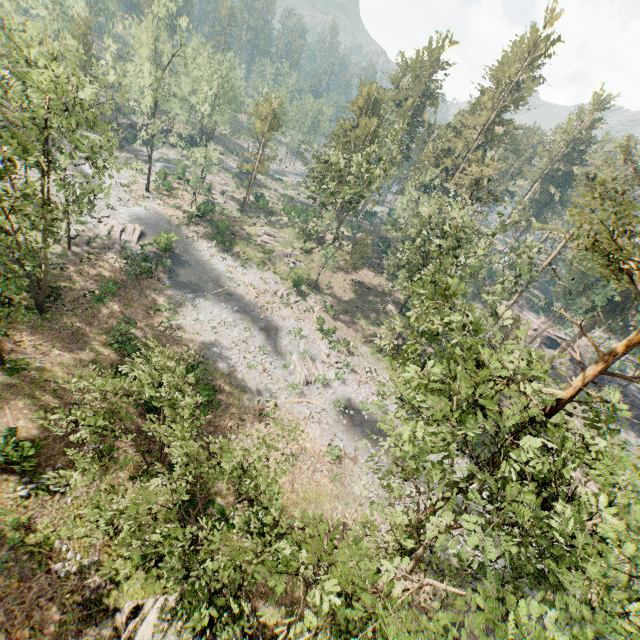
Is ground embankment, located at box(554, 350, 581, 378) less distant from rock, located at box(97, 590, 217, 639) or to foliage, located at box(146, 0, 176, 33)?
foliage, located at box(146, 0, 176, 33)

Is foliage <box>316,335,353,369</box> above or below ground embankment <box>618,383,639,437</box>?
below

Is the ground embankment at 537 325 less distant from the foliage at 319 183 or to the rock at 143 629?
the foliage at 319 183

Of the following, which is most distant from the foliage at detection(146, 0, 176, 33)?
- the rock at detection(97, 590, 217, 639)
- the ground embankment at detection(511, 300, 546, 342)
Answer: the ground embankment at detection(511, 300, 546, 342)

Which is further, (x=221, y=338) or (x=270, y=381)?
(x=221, y=338)

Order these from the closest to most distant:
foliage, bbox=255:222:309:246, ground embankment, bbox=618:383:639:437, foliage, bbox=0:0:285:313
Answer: foliage, bbox=0:0:285:313 → foliage, bbox=255:222:309:246 → ground embankment, bbox=618:383:639:437

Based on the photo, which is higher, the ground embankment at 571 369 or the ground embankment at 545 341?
the ground embankment at 545 341
